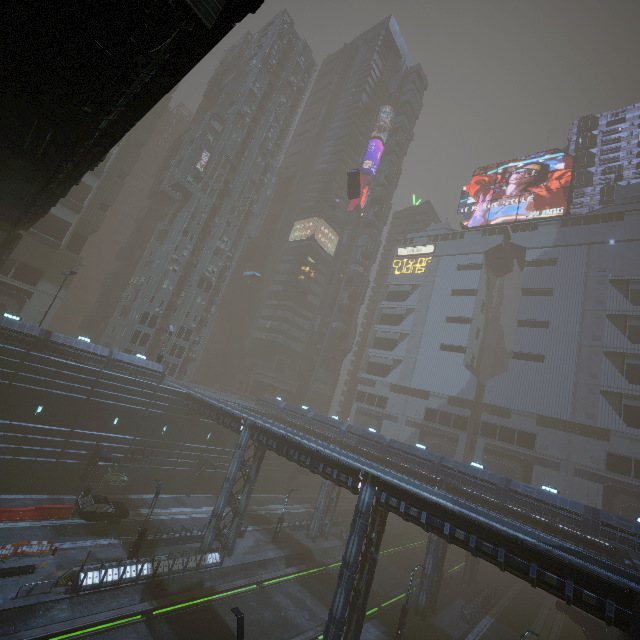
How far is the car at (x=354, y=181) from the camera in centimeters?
4178cm

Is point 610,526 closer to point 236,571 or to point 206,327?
point 236,571

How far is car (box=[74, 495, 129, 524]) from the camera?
25.50m

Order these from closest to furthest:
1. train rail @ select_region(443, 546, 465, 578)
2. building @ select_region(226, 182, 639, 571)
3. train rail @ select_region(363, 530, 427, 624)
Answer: building @ select_region(226, 182, 639, 571) → train rail @ select_region(363, 530, 427, 624) → train rail @ select_region(443, 546, 465, 578)

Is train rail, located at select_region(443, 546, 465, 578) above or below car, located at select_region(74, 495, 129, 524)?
below

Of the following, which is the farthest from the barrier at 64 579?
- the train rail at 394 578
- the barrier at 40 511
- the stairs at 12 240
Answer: the stairs at 12 240

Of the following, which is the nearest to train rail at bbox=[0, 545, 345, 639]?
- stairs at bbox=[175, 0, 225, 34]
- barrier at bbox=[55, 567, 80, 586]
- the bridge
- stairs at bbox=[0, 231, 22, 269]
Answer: barrier at bbox=[55, 567, 80, 586]

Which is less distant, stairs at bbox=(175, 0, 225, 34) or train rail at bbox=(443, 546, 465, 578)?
stairs at bbox=(175, 0, 225, 34)
